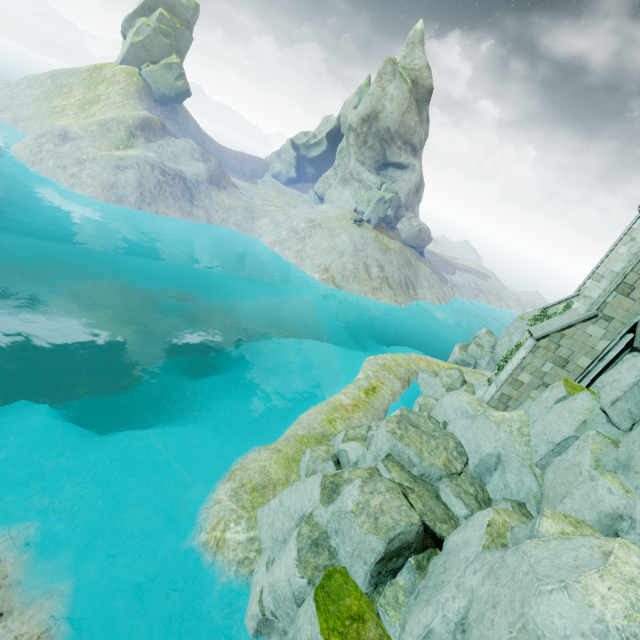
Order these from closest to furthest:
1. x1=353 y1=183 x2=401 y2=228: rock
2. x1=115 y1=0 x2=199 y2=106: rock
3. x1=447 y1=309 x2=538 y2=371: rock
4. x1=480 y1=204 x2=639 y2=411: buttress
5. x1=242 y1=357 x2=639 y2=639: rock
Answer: x1=242 y1=357 x2=639 y2=639: rock < x1=480 y1=204 x2=639 y2=411: buttress < x1=447 y1=309 x2=538 y2=371: rock < x1=353 y1=183 x2=401 y2=228: rock < x1=115 y1=0 x2=199 y2=106: rock

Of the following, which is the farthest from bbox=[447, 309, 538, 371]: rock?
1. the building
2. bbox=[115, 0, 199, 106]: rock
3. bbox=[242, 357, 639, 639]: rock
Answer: bbox=[115, 0, 199, 106]: rock

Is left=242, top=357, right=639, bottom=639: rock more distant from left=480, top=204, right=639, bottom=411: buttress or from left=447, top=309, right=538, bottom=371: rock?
left=447, top=309, right=538, bottom=371: rock

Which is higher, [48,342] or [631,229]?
[631,229]

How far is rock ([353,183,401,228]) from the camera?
42.9m

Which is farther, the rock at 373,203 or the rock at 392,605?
the rock at 373,203

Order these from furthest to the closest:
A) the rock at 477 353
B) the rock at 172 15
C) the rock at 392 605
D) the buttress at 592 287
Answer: the rock at 172 15, the rock at 477 353, the buttress at 592 287, the rock at 392 605

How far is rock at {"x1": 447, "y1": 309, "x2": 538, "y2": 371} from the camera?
26.6m
